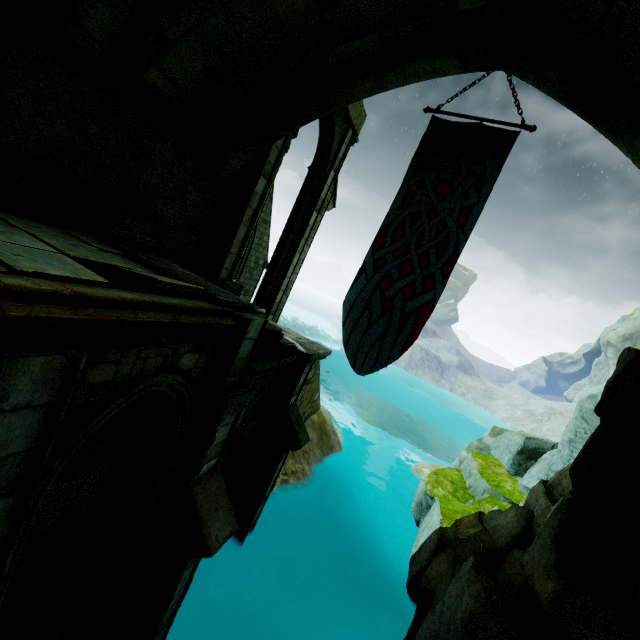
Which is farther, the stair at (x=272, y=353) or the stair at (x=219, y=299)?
the stair at (x=272, y=353)

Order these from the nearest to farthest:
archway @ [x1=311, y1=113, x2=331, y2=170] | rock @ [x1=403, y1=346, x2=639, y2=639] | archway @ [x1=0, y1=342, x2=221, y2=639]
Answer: archway @ [x1=0, y1=342, x2=221, y2=639]
rock @ [x1=403, y1=346, x2=639, y2=639]
archway @ [x1=311, y1=113, x2=331, y2=170]

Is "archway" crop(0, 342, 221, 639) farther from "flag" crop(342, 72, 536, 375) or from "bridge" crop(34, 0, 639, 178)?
"bridge" crop(34, 0, 639, 178)

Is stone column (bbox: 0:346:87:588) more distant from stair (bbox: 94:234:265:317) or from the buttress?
the buttress

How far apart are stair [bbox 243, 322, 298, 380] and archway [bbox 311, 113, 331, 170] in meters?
4.7 m

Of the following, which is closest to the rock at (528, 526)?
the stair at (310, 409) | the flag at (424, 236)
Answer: the flag at (424, 236)

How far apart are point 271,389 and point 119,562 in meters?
4.0

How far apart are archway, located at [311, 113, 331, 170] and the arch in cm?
1
